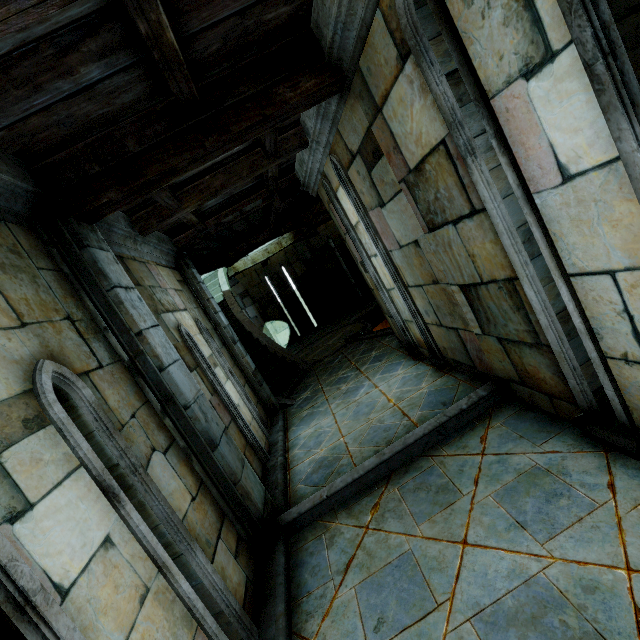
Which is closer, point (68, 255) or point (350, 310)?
point (68, 255)
